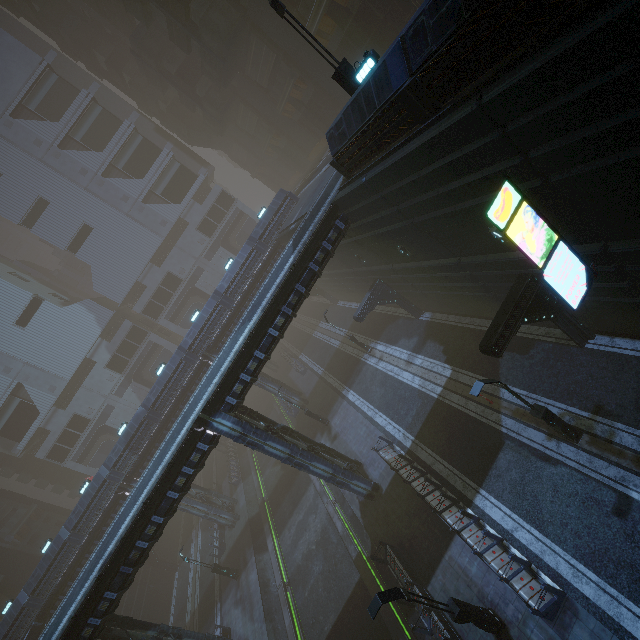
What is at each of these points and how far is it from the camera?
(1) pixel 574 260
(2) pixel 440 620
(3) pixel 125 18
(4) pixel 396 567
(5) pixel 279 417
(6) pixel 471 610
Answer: (1) sign, 9.96m
(2) building, 12.73m
(3) building, 37.59m
(4) building, 15.52m
(5) train rail, 39.16m
(6) street light, 11.14m

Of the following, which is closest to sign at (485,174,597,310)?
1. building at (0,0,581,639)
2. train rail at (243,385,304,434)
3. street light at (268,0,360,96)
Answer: building at (0,0,581,639)

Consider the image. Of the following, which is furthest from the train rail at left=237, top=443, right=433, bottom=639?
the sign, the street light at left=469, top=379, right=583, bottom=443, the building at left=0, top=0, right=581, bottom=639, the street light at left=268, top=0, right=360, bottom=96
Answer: the street light at left=268, top=0, right=360, bottom=96

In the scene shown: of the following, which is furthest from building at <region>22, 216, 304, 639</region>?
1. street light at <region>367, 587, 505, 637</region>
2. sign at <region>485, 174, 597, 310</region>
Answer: street light at <region>367, 587, 505, 637</region>

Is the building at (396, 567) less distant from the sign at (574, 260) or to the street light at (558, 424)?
the sign at (574, 260)

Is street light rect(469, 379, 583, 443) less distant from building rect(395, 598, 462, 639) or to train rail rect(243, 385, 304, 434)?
building rect(395, 598, 462, 639)

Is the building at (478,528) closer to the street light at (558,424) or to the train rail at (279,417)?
the train rail at (279,417)

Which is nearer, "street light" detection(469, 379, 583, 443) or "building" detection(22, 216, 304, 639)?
"street light" detection(469, 379, 583, 443)
